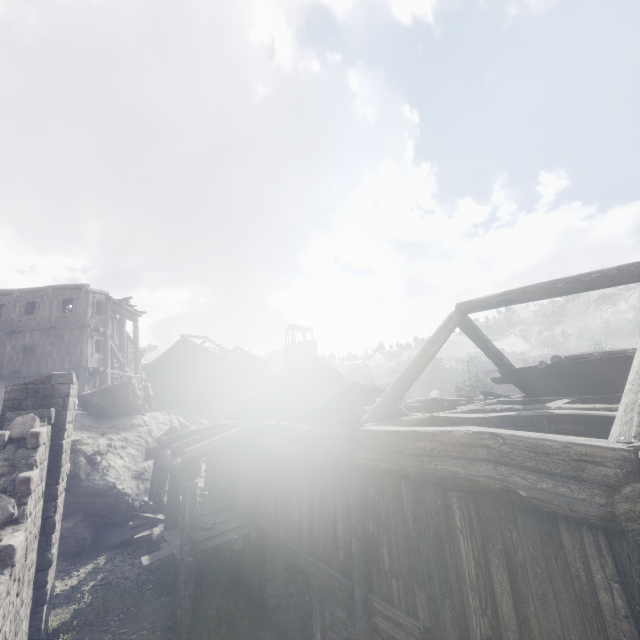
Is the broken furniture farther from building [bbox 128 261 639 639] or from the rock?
the rock

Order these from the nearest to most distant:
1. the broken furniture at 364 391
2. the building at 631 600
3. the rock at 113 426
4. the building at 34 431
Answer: the building at 631 600
the building at 34 431
the broken furniture at 364 391
the rock at 113 426

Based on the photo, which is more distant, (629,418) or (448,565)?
(448,565)

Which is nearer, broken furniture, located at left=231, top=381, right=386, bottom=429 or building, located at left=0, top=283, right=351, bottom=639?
building, located at left=0, top=283, right=351, bottom=639

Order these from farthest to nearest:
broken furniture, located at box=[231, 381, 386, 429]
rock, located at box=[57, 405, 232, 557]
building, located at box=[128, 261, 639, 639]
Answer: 1. rock, located at box=[57, 405, 232, 557]
2. broken furniture, located at box=[231, 381, 386, 429]
3. building, located at box=[128, 261, 639, 639]

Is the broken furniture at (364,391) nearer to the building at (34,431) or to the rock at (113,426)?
the building at (34,431)
